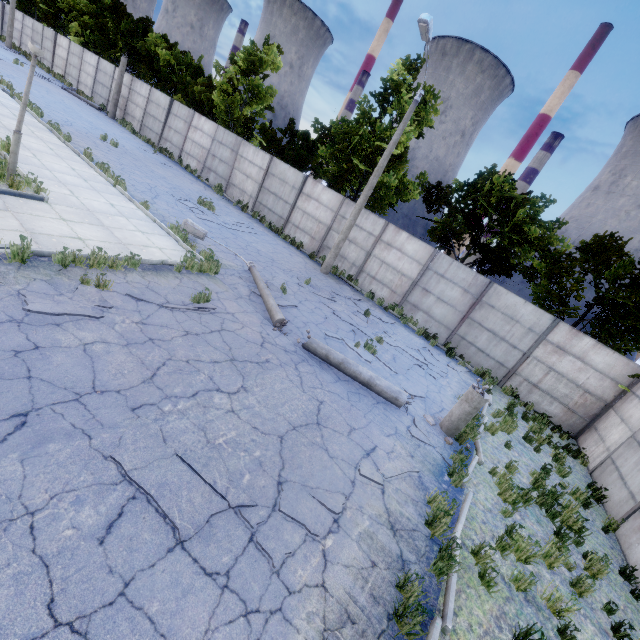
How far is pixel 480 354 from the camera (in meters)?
14.77

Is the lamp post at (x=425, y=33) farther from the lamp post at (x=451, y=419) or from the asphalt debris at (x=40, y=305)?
the asphalt debris at (x=40, y=305)

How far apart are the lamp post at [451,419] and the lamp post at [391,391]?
1.17m

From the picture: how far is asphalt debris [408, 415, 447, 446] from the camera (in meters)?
7.48

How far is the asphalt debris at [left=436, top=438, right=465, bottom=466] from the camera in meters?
7.2 m

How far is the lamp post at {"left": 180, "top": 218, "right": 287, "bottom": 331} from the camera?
8.8 meters

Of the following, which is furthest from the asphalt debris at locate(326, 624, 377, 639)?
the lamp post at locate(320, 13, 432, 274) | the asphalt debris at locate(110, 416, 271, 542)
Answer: the lamp post at locate(320, 13, 432, 274)

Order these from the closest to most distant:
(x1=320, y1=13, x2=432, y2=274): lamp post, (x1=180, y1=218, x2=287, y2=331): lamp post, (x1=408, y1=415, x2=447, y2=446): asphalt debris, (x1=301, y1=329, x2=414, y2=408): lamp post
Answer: (x1=408, y1=415, x2=447, y2=446): asphalt debris → (x1=301, y1=329, x2=414, y2=408): lamp post → (x1=180, y1=218, x2=287, y2=331): lamp post → (x1=320, y1=13, x2=432, y2=274): lamp post
